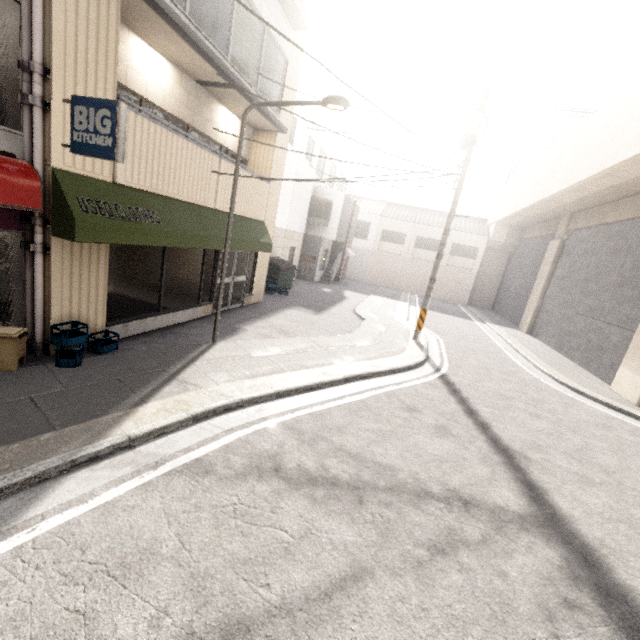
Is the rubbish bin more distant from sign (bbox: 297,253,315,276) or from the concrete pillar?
sign (bbox: 297,253,315,276)

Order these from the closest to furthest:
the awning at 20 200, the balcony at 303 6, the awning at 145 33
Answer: the awning at 20 200
the awning at 145 33
the balcony at 303 6

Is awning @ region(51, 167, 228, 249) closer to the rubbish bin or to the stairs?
the rubbish bin

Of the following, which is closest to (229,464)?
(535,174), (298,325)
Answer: (298,325)

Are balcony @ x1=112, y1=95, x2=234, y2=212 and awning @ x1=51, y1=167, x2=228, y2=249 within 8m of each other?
yes

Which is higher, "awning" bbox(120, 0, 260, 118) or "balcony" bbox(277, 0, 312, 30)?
"balcony" bbox(277, 0, 312, 30)

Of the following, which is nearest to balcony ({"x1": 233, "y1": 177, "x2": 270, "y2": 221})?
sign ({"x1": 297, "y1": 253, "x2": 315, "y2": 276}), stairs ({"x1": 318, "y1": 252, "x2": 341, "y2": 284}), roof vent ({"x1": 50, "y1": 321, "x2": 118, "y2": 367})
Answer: roof vent ({"x1": 50, "y1": 321, "x2": 118, "y2": 367})

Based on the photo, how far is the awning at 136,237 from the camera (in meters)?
4.79
